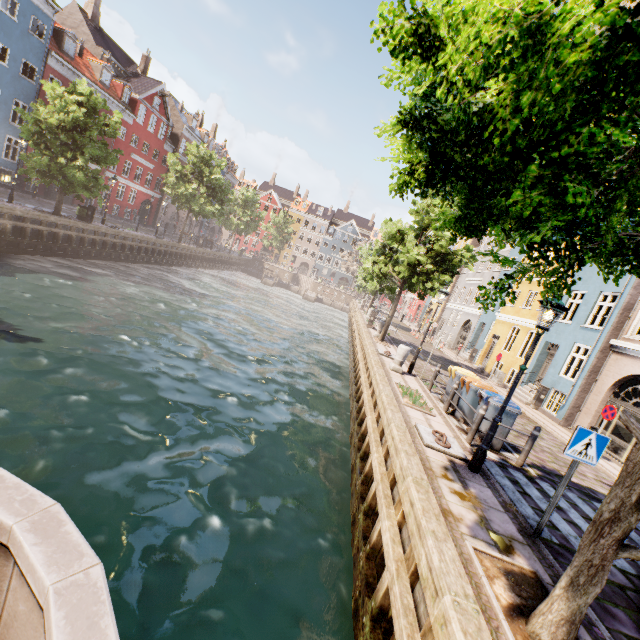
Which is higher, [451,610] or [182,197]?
[182,197]

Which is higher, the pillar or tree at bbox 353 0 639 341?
tree at bbox 353 0 639 341

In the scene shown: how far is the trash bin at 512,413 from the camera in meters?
8.4 m

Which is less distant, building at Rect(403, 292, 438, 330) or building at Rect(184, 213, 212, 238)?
building at Rect(403, 292, 438, 330)

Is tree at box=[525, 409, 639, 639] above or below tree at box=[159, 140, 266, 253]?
below

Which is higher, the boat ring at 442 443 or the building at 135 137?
the building at 135 137

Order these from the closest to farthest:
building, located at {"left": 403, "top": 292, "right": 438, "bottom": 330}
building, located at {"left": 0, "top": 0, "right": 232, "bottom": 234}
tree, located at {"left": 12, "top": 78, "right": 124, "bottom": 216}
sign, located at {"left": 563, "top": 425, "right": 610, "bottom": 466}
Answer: sign, located at {"left": 563, "top": 425, "right": 610, "bottom": 466} < tree, located at {"left": 12, "top": 78, "right": 124, "bottom": 216} < building, located at {"left": 0, "top": 0, "right": 232, "bottom": 234} < building, located at {"left": 403, "top": 292, "right": 438, "bottom": 330}

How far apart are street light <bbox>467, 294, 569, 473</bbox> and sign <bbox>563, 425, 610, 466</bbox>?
1.6m
